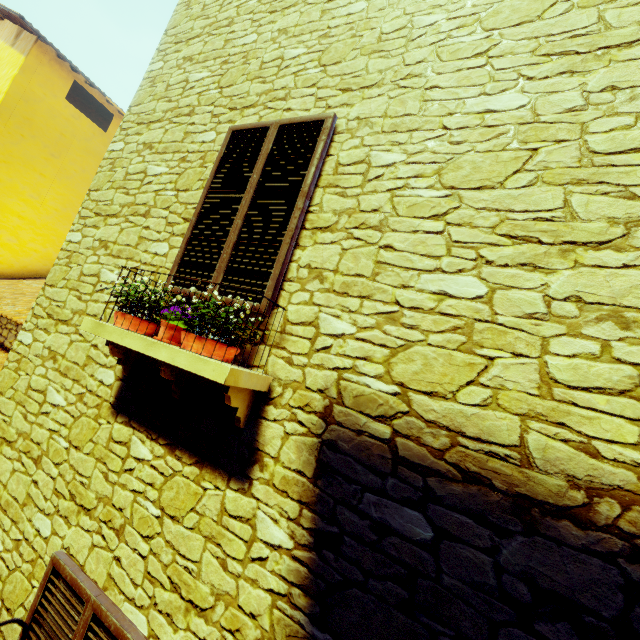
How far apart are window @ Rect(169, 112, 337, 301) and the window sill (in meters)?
0.26

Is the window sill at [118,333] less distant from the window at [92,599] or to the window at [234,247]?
the window at [234,247]

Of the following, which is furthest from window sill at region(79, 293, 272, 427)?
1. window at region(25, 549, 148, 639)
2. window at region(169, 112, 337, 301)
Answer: window at region(25, 549, 148, 639)

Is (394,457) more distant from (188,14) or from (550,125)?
(188,14)

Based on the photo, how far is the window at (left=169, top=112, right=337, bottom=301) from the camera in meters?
2.4 m

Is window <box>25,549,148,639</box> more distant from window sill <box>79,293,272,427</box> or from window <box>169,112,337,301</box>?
window <box>169,112,337,301</box>

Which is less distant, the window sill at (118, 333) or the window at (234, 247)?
the window sill at (118, 333)
